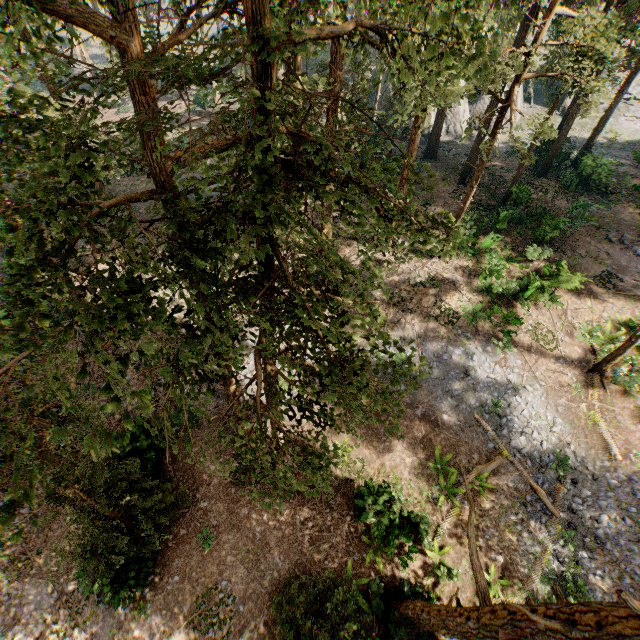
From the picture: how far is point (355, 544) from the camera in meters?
15.0

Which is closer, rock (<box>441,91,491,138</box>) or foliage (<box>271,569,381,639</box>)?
foliage (<box>271,569,381,639</box>)

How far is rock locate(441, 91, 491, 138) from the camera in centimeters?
3884cm

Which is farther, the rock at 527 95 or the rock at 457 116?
the rock at 527 95

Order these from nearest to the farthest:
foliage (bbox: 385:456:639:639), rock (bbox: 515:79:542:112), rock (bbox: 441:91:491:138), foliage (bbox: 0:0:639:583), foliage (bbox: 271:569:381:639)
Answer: foliage (bbox: 0:0:639:583)
foliage (bbox: 385:456:639:639)
foliage (bbox: 271:569:381:639)
rock (bbox: 441:91:491:138)
rock (bbox: 515:79:542:112)

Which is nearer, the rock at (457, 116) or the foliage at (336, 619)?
the foliage at (336, 619)
